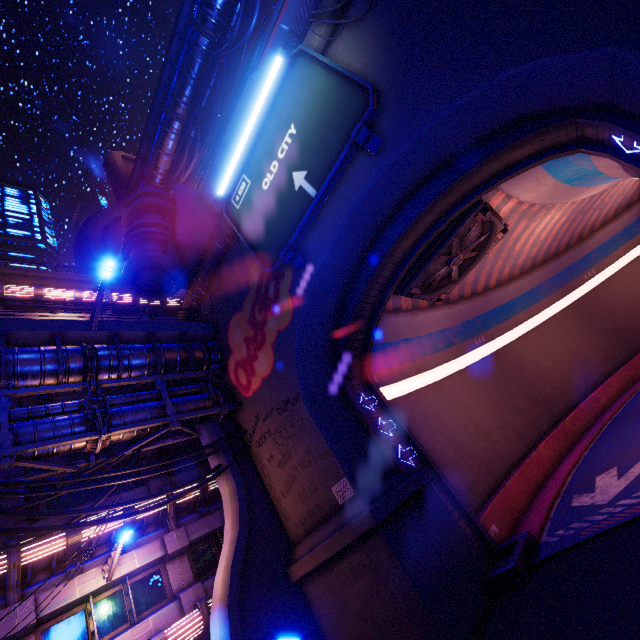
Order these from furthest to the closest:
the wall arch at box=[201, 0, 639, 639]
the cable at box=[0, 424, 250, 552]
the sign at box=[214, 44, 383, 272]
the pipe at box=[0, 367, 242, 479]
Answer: the sign at box=[214, 44, 383, 272]
the pipe at box=[0, 367, 242, 479]
the cable at box=[0, 424, 250, 552]
the wall arch at box=[201, 0, 639, 639]

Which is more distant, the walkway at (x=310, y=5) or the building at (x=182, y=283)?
the walkway at (x=310, y=5)

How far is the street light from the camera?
10.7m

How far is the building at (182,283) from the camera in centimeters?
1519cm

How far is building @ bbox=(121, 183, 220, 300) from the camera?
15.2m

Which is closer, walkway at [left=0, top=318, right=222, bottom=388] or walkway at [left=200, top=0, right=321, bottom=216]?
walkway at [left=0, top=318, right=222, bottom=388]

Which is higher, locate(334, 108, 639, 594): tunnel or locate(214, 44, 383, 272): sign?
locate(214, 44, 383, 272): sign

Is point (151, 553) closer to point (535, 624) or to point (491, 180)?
point (535, 624)
